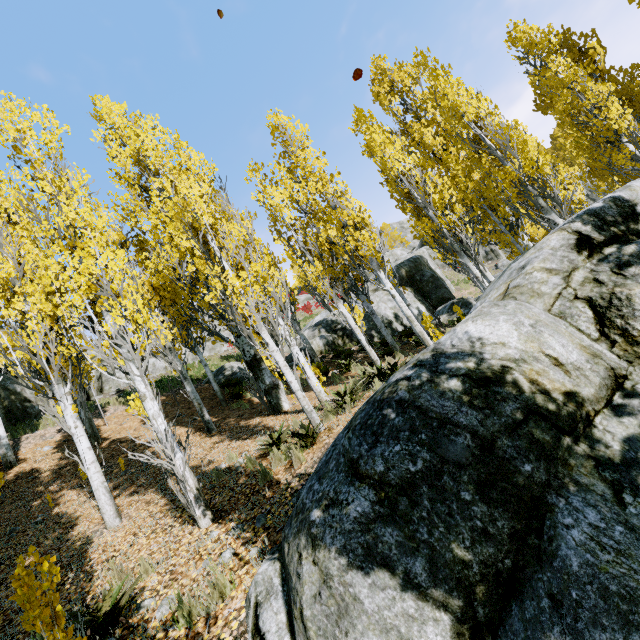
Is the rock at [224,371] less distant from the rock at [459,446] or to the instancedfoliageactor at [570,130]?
the instancedfoliageactor at [570,130]

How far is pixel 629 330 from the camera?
2.4 meters

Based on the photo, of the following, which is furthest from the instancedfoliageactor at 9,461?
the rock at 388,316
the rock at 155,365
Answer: the rock at 155,365

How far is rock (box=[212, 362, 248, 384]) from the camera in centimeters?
1783cm

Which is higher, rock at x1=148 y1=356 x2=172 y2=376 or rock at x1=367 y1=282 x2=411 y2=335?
rock at x1=148 y1=356 x2=172 y2=376

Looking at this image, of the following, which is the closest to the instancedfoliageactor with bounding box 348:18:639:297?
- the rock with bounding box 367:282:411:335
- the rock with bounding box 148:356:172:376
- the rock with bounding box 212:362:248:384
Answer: the rock with bounding box 367:282:411:335

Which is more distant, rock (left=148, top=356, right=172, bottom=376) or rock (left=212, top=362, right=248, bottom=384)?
rock (left=148, top=356, right=172, bottom=376)

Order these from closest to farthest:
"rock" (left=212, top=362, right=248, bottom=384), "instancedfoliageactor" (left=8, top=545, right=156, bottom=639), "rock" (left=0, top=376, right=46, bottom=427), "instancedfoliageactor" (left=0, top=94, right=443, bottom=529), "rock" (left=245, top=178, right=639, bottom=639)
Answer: "rock" (left=245, top=178, right=639, bottom=639) → "instancedfoliageactor" (left=8, top=545, right=156, bottom=639) → "instancedfoliageactor" (left=0, top=94, right=443, bottom=529) → "rock" (left=0, top=376, right=46, bottom=427) → "rock" (left=212, top=362, right=248, bottom=384)
